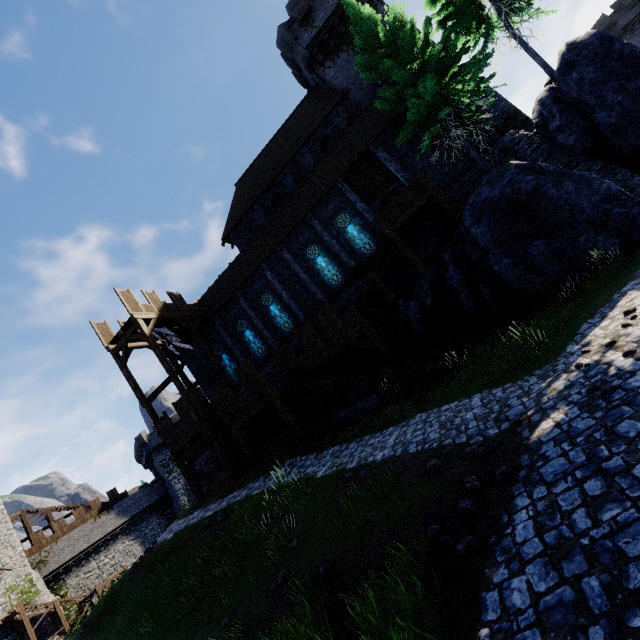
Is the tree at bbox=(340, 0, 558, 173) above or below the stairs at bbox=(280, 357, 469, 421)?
above

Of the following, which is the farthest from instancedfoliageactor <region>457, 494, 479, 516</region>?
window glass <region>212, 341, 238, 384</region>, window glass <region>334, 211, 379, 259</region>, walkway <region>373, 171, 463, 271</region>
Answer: window glass <region>212, 341, 238, 384</region>

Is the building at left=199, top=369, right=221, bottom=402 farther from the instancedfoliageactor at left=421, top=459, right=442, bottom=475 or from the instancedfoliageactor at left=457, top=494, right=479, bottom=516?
the instancedfoliageactor at left=457, top=494, right=479, bottom=516

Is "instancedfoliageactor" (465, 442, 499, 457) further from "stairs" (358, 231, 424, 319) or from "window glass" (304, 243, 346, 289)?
"window glass" (304, 243, 346, 289)

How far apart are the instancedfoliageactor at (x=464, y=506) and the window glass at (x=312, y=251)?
17.39m

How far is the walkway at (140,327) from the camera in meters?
19.1 m

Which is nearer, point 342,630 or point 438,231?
point 342,630

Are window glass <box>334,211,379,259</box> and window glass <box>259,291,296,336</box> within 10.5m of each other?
yes
